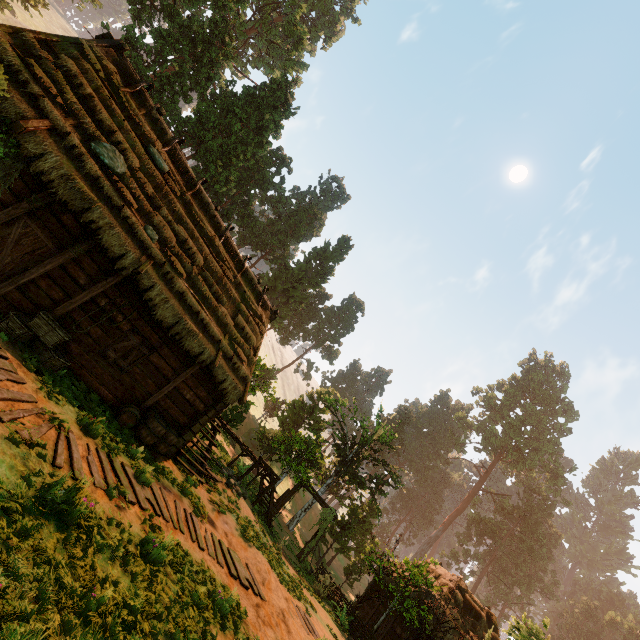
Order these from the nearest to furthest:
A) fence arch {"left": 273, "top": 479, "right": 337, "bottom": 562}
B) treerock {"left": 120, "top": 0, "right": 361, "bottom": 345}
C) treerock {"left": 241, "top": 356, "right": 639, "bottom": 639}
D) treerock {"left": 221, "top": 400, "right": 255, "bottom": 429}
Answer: treerock {"left": 241, "top": 356, "right": 639, "bottom": 639} → fence arch {"left": 273, "top": 479, "right": 337, "bottom": 562} → treerock {"left": 221, "top": 400, "right": 255, "bottom": 429} → treerock {"left": 120, "top": 0, "right": 361, "bottom": 345}

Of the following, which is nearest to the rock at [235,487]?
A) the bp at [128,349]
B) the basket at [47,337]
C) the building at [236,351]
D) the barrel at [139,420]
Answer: the building at [236,351]

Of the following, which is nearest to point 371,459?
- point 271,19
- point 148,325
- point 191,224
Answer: point 148,325

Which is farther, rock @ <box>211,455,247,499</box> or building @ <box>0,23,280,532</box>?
rock @ <box>211,455,247,499</box>

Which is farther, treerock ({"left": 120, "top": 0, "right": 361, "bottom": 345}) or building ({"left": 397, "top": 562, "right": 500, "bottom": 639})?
treerock ({"left": 120, "top": 0, "right": 361, "bottom": 345})

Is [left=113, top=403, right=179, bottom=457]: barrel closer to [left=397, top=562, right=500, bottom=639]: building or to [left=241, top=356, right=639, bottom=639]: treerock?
[left=397, top=562, right=500, bottom=639]: building

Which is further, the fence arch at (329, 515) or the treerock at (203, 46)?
the treerock at (203, 46)

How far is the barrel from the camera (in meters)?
9.90
